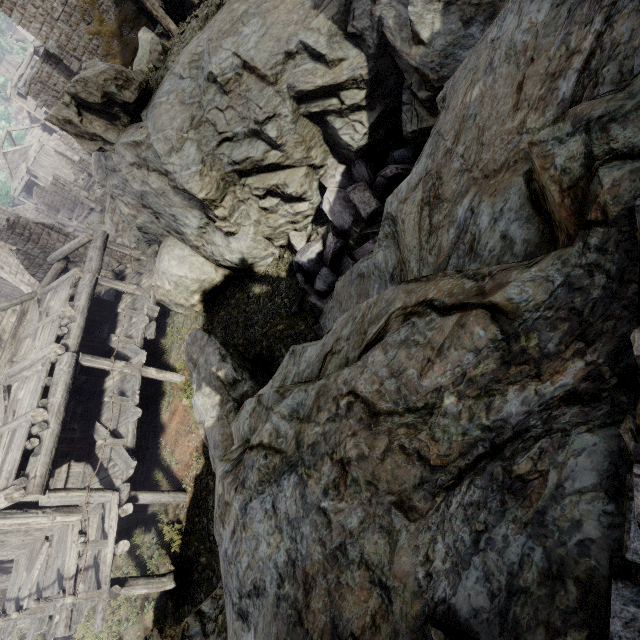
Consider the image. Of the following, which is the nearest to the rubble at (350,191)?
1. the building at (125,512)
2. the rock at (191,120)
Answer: the rock at (191,120)

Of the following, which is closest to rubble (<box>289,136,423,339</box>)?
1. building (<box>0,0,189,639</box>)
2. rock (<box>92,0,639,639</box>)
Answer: rock (<box>92,0,639,639</box>)

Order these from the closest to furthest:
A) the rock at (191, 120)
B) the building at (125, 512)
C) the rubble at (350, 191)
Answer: the rock at (191, 120) → the rubble at (350, 191) → the building at (125, 512)

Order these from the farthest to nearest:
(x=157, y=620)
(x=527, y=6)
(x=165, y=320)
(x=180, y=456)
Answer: (x=165, y=320), (x=180, y=456), (x=157, y=620), (x=527, y=6)

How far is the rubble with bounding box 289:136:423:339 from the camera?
8.55m

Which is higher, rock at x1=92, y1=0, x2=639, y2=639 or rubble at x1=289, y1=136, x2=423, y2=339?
rock at x1=92, y1=0, x2=639, y2=639

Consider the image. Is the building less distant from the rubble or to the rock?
the rock

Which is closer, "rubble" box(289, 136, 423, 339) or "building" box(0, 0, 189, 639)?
"rubble" box(289, 136, 423, 339)
